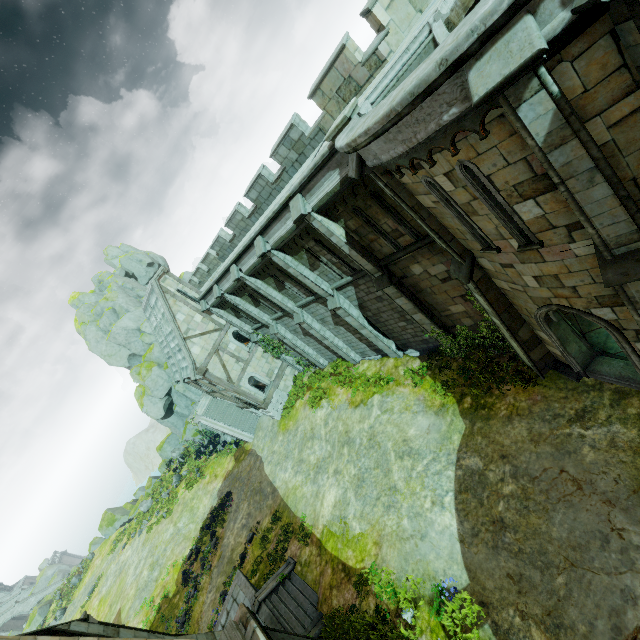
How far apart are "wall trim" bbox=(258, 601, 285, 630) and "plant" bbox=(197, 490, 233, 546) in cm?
1145

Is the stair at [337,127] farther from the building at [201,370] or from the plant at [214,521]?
the plant at [214,521]

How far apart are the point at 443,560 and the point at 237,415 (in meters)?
22.41

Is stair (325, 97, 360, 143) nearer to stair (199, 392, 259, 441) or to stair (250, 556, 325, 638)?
stair (250, 556, 325, 638)

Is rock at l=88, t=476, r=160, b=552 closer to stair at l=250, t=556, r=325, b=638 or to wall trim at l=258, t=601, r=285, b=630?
stair at l=250, t=556, r=325, b=638

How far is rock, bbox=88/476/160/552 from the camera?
42.5 meters

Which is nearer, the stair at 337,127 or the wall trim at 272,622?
the stair at 337,127

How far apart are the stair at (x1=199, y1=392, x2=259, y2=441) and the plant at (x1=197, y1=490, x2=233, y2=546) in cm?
Result: 539
